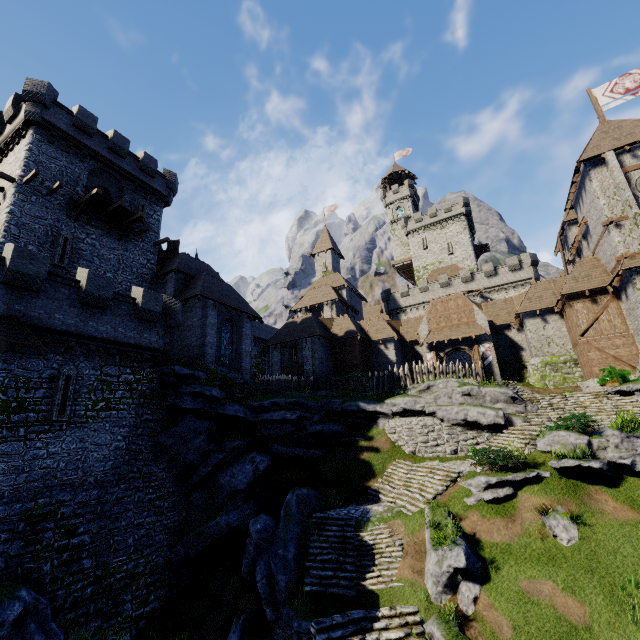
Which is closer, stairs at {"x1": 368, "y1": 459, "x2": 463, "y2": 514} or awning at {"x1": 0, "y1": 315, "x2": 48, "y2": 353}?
awning at {"x1": 0, "y1": 315, "x2": 48, "y2": 353}

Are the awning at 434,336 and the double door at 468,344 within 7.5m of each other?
yes

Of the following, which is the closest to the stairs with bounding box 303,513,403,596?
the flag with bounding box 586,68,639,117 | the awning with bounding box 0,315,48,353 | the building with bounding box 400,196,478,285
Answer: the awning with bounding box 0,315,48,353

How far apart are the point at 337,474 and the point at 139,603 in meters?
12.0 m

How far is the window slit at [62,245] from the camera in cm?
2109

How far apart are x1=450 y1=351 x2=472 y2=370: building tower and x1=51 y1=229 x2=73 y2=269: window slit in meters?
43.4

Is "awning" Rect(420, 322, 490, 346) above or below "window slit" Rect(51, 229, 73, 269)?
below

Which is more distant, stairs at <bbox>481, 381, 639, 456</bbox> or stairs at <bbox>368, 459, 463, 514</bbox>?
stairs at <bbox>481, 381, 639, 456</bbox>
